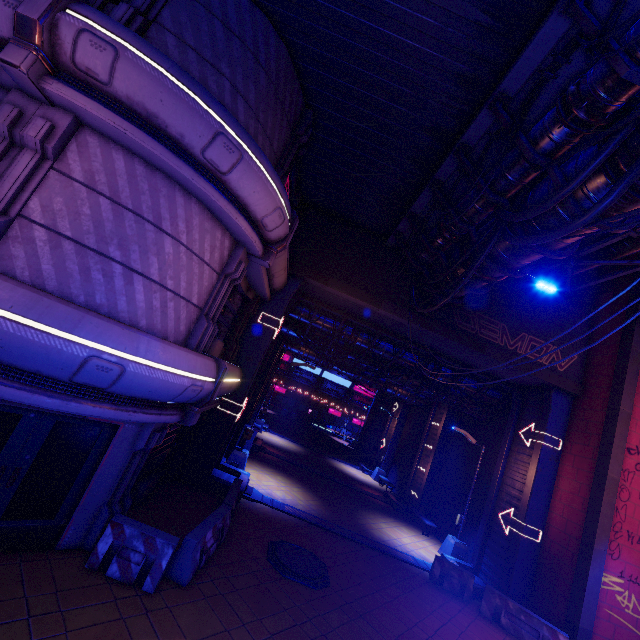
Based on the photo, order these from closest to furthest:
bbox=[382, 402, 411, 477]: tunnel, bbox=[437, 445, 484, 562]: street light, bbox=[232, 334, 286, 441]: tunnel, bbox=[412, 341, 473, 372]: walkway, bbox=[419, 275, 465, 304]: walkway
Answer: bbox=[419, 275, 465, 304]: walkway, bbox=[437, 445, 484, 562]: street light, bbox=[412, 341, 473, 372]: walkway, bbox=[232, 334, 286, 441]: tunnel, bbox=[382, 402, 411, 477]: tunnel

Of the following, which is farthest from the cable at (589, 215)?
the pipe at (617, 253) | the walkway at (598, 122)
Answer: the pipe at (617, 253)

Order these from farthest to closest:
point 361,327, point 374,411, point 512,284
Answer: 1. point 374,411
2. point 361,327
3. point 512,284

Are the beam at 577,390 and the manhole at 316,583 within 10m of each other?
yes

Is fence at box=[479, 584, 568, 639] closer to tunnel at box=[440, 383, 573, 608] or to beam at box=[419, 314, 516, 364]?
tunnel at box=[440, 383, 573, 608]

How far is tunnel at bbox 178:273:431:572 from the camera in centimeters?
1234cm

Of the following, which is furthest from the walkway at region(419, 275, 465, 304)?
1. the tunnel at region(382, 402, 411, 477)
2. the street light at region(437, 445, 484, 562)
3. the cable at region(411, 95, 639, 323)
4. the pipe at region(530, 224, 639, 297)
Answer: the tunnel at region(382, 402, 411, 477)

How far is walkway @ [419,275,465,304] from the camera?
12.23m
